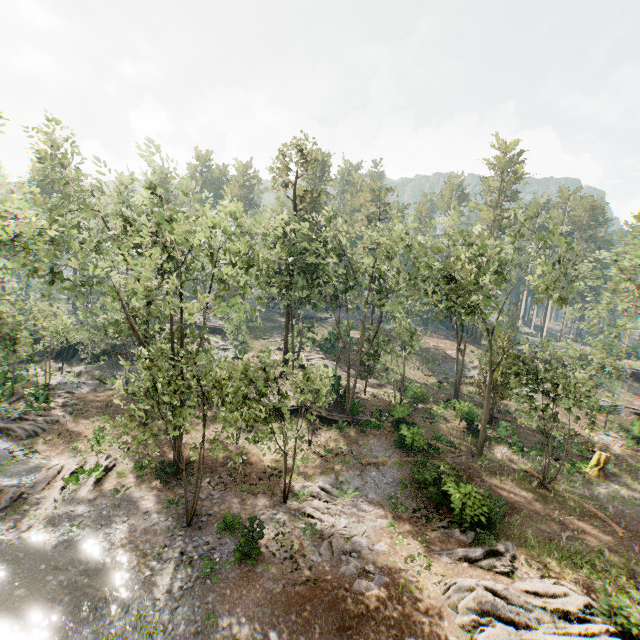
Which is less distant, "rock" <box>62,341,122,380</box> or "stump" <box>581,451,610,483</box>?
"stump" <box>581,451,610,483</box>

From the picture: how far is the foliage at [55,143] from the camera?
23.1m

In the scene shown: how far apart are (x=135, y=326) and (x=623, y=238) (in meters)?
70.98

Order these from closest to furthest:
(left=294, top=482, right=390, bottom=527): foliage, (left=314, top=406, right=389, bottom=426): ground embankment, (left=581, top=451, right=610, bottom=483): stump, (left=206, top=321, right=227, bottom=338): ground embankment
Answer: (left=294, top=482, right=390, bottom=527): foliage, (left=581, top=451, right=610, bottom=483): stump, (left=314, top=406, right=389, bottom=426): ground embankment, (left=206, top=321, right=227, bottom=338): ground embankment

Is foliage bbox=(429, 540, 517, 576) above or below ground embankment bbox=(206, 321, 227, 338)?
below

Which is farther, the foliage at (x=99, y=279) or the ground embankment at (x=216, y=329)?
the ground embankment at (x=216, y=329)

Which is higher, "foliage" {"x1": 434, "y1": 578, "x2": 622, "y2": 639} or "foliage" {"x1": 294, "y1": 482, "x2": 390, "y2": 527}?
"foliage" {"x1": 434, "y1": 578, "x2": 622, "y2": 639}

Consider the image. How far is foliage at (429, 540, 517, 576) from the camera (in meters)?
15.85
